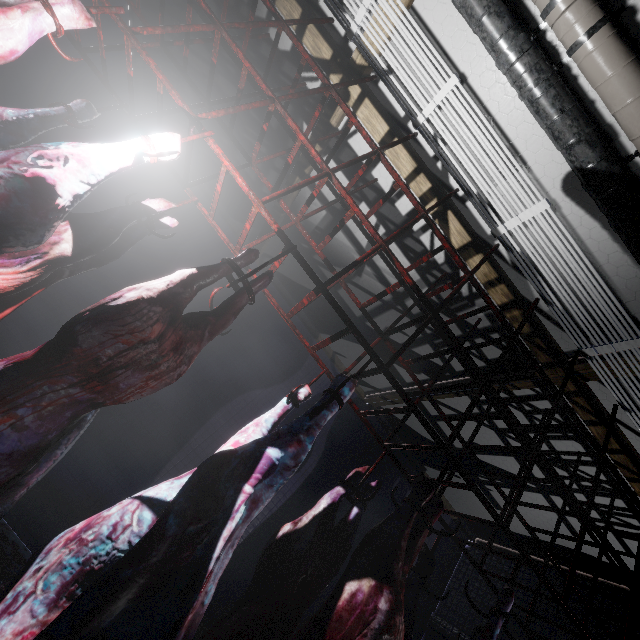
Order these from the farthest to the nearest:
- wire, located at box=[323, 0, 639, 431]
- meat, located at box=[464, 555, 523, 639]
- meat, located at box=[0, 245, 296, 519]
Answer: wire, located at box=[323, 0, 639, 431]
meat, located at box=[464, 555, 523, 639]
meat, located at box=[0, 245, 296, 519]

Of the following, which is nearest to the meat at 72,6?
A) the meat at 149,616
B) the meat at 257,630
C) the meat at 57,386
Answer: the meat at 57,386

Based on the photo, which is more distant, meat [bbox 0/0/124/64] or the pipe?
the pipe

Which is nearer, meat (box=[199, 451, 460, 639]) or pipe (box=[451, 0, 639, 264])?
meat (box=[199, 451, 460, 639])

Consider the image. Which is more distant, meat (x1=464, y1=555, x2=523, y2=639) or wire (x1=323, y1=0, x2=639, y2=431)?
wire (x1=323, y1=0, x2=639, y2=431)

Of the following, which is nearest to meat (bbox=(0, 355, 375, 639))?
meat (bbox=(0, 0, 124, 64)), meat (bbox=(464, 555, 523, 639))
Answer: meat (bbox=(464, 555, 523, 639))

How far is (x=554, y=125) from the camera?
1.93m

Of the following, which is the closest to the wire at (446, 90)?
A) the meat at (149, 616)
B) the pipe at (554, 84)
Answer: the pipe at (554, 84)
